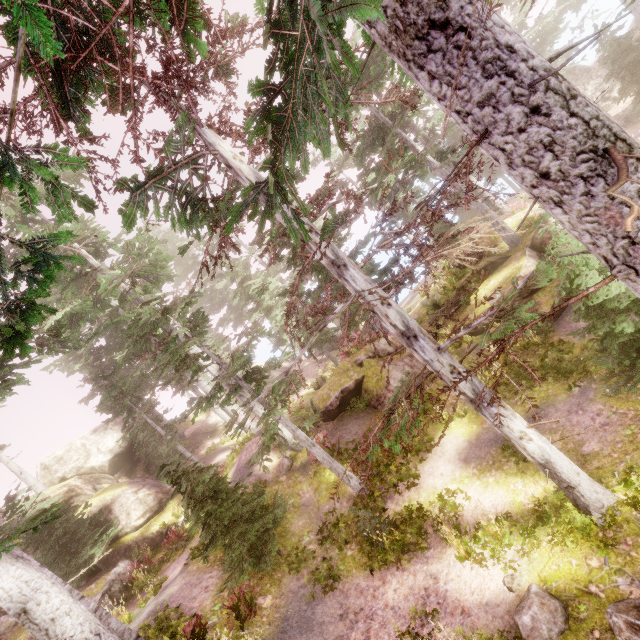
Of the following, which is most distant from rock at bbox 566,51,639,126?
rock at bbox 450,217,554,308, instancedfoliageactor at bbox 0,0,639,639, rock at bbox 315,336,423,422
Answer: rock at bbox 315,336,423,422

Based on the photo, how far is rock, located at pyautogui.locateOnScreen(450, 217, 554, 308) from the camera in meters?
14.1 m

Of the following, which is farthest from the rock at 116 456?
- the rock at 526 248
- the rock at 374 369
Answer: the rock at 526 248

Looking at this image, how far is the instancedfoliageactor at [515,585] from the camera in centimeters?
680cm

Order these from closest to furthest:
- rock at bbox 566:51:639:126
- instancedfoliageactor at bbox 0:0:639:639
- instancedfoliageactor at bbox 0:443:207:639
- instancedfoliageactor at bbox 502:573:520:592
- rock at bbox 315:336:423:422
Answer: instancedfoliageactor at bbox 0:0:639:639
instancedfoliageactor at bbox 502:573:520:592
instancedfoliageactor at bbox 0:443:207:639
rock at bbox 315:336:423:422
rock at bbox 566:51:639:126

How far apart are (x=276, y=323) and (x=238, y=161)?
17.4m

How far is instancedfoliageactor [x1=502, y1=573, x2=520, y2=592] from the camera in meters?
6.8 m

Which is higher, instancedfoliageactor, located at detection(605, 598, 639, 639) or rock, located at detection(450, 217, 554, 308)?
rock, located at detection(450, 217, 554, 308)
